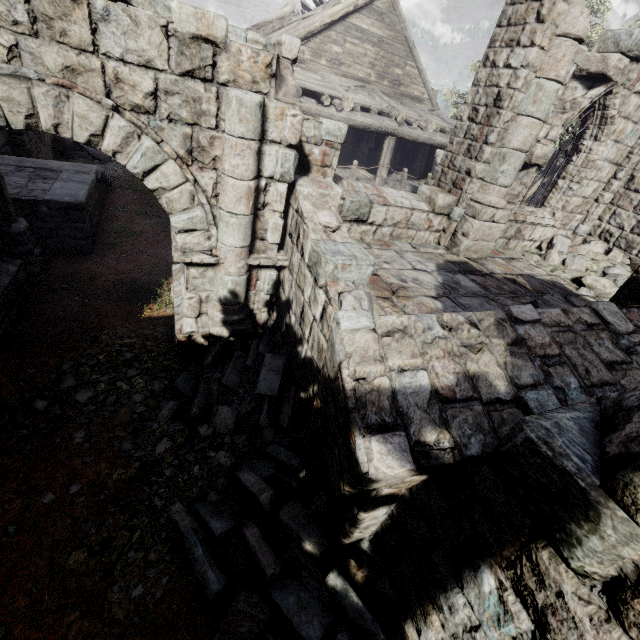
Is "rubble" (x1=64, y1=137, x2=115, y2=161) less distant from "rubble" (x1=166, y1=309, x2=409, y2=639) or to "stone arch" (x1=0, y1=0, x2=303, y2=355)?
"stone arch" (x1=0, y1=0, x2=303, y2=355)

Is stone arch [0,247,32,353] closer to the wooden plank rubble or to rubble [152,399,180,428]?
rubble [152,399,180,428]

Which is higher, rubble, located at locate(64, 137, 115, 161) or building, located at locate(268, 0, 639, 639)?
building, located at locate(268, 0, 639, 639)

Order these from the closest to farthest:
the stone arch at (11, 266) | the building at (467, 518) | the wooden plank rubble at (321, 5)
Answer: the building at (467, 518) < the stone arch at (11, 266) < the wooden plank rubble at (321, 5)

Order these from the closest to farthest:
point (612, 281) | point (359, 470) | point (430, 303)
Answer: point (359, 470), point (430, 303), point (612, 281)

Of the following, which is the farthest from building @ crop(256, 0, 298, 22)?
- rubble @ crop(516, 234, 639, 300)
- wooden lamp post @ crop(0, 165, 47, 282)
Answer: wooden lamp post @ crop(0, 165, 47, 282)

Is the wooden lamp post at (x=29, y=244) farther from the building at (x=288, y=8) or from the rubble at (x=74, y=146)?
the rubble at (x=74, y=146)

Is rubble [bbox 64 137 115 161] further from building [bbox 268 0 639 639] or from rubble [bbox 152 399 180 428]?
rubble [bbox 152 399 180 428]
